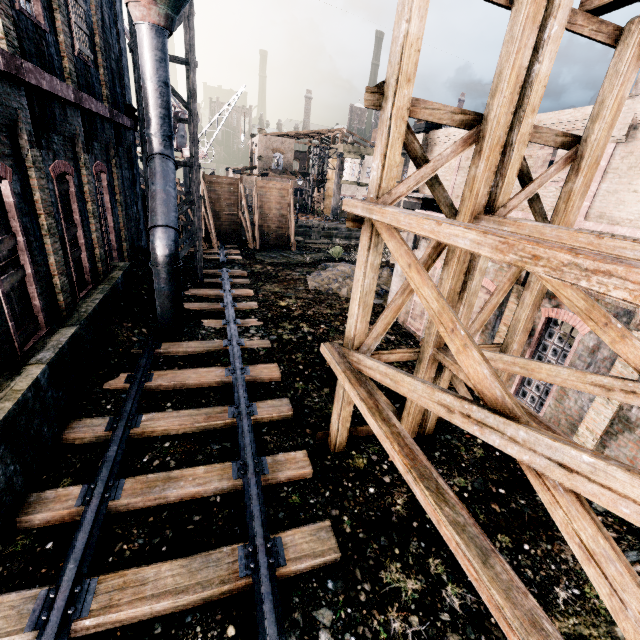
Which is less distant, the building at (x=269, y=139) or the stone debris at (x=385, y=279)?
the stone debris at (x=385, y=279)

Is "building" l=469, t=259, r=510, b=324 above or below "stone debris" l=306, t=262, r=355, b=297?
above

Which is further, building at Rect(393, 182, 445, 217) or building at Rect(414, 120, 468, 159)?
building at Rect(414, 120, 468, 159)

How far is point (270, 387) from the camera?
10.4 meters

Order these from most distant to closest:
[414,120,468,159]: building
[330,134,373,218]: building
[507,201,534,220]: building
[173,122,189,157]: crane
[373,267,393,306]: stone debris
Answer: [330,134,373,218]: building < [173,122,189,157]: crane < [414,120,468,159]: building < [373,267,393,306]: stone debris < [507,201,534,220]: building

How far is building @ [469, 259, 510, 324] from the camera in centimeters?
1017cm

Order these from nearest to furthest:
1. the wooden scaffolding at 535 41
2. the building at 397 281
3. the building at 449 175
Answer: the wooden scaffolding at 535 41, the building at 397 281, the building at 449 175

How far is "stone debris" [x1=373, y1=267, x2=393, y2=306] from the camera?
18.42m
